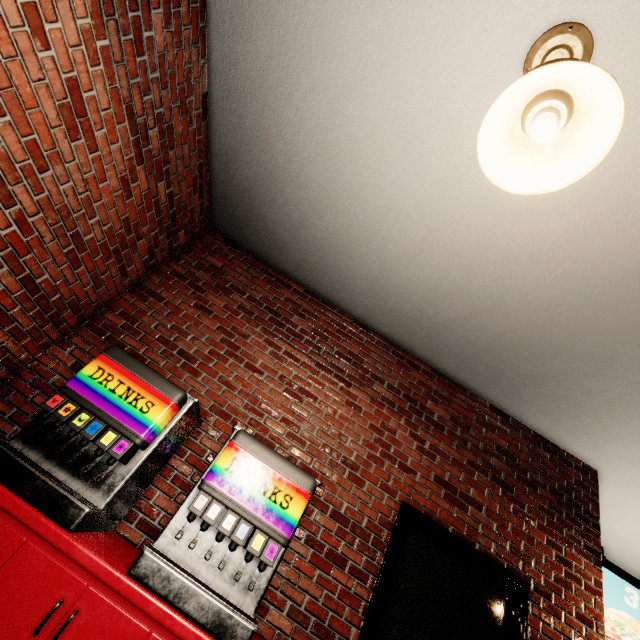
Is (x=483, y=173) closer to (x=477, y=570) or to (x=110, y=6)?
(x=110, y=6)
